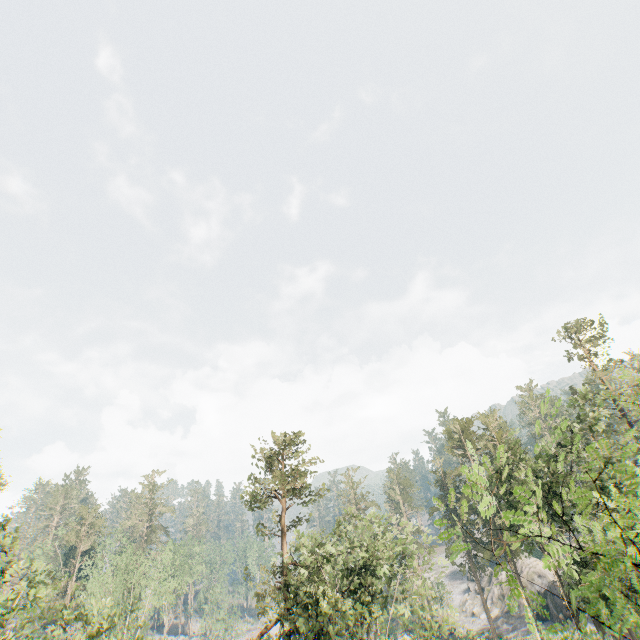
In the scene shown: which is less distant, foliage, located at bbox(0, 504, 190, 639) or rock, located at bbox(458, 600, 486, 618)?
foliage, located at bbox(0, 504, 190, 639)

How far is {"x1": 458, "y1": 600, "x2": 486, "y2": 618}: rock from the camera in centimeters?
5524cm

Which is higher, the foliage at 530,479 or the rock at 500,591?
the foliage at 530,479

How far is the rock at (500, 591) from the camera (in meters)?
48.65

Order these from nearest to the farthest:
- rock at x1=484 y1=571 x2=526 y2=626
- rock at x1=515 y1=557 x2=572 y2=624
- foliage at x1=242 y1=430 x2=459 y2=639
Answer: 1. foliage at x1=242 y1=430 x2=459 y2=639
2. rock at x1=515 y1=557 x2=572 y2=624
3. rock at x1=484 y1=571 x2=526 y2=626

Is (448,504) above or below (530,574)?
above

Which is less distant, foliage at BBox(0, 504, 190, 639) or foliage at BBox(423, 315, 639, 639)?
foliage at BBox(423, 315, 639, 639)
